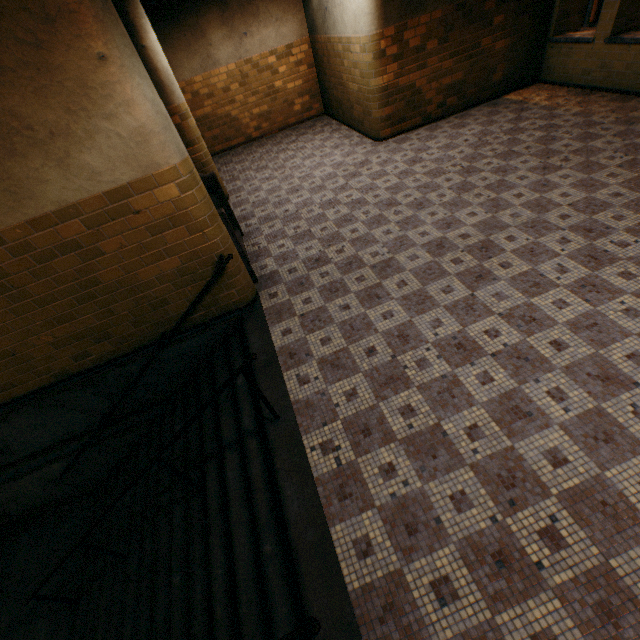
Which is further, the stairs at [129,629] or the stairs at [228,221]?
the stairs at [228,221]

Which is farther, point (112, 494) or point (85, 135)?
point (112, 494)

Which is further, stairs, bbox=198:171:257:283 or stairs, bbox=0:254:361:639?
stairs, bbox=198:171:257:283

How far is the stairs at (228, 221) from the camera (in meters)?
4.26

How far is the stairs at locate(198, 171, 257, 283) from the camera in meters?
4.3

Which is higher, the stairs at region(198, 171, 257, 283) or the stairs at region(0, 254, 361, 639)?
the stairs at region(198, 171, 257, 283)
